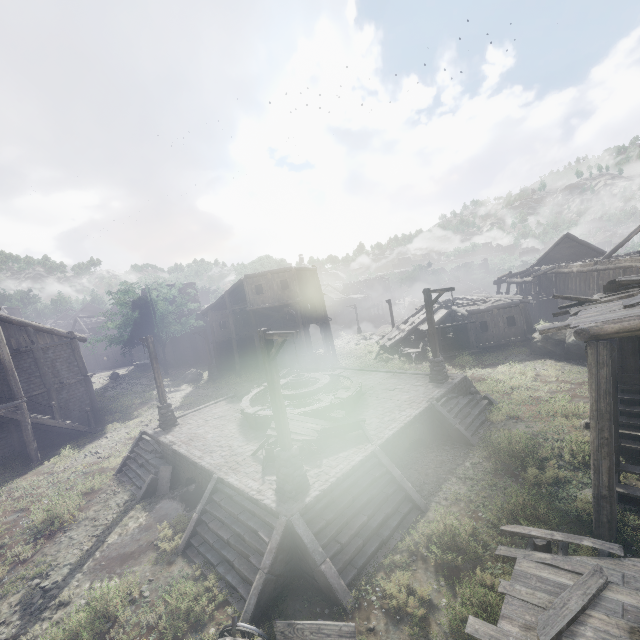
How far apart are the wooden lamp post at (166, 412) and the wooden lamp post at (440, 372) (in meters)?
13.06

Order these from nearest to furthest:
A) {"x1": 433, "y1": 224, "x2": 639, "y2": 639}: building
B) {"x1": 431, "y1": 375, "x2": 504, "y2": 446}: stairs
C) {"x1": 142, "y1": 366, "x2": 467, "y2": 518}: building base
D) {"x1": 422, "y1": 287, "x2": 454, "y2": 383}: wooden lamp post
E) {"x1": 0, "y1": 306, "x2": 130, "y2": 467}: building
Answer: {"x1": 433, "y1": 224, "x2": 639, "y2": 639}: building
{"x1": 142, "y1": 366, "x2": 467, "y2": 518}: building base
{"x1": 431, "y1": 375, "x2": 504, "y2": 446}: stairs
{"x1": 422, "y1": 287, "x2": 454, "y2": 383}: wooden lamp post
{"x1": 0, "y1": 306, "x2": 130, "y2": 467}: building

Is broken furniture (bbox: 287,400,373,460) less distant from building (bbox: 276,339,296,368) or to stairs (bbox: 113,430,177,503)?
stairs (bbox: 113,430,177,503)

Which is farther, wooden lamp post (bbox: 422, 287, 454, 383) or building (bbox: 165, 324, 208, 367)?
building (bbox: 165, 324, 208, 367)

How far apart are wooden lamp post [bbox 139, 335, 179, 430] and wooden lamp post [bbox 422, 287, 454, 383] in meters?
13.1

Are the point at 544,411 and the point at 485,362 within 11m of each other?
yes

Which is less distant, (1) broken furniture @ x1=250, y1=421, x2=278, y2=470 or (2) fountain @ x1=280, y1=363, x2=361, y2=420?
(1) broken furniture @ x1=250, y1=421, x2=278, y2=470

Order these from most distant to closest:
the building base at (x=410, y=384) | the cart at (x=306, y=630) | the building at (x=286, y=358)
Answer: the building at (x=286, y=358)
the building base at (x=410, y=384)
the cart at (x=306, y=630)
